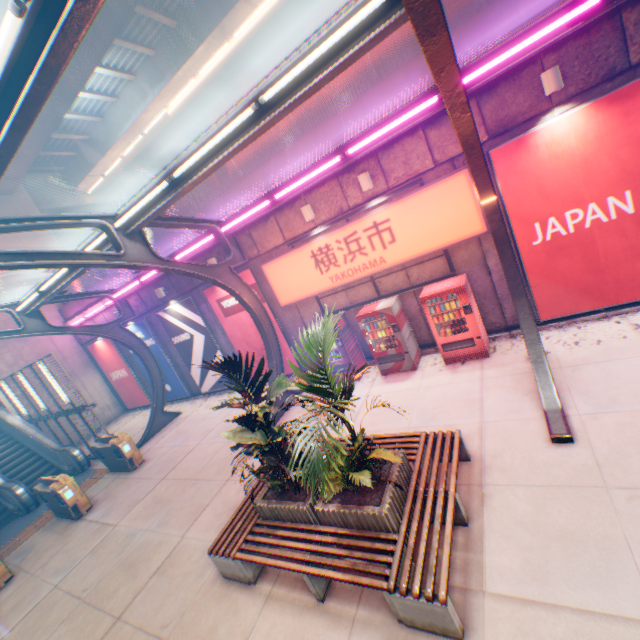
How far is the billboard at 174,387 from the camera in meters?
15.4

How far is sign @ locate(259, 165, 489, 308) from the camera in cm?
772

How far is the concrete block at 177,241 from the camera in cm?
1195

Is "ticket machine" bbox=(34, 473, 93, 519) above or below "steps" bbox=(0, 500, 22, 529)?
above

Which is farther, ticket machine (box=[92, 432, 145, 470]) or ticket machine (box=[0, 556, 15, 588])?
ticket machine (box=[92, 432, 145, 470])

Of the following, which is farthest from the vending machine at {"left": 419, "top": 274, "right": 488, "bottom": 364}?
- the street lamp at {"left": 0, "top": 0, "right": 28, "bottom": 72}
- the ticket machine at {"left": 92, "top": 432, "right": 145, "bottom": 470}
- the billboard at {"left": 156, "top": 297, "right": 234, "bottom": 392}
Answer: the ticket machine at {"left": 92, "top": 432, "right": 145, "bottom": 470}

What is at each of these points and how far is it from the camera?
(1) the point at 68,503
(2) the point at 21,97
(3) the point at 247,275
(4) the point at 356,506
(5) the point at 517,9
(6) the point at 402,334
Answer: →
(1) ticket machine, 9.44m
(2) canopy, 3.17m
(3) billboard, 11.47m
(4) flower bed, 4.48m
(5) concrete block, 6.24m
(6) vending machine, 8.88m

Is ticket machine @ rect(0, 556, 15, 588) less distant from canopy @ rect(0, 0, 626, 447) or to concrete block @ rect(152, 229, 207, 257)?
canopy @ rect(0, 0, 626, 447)
